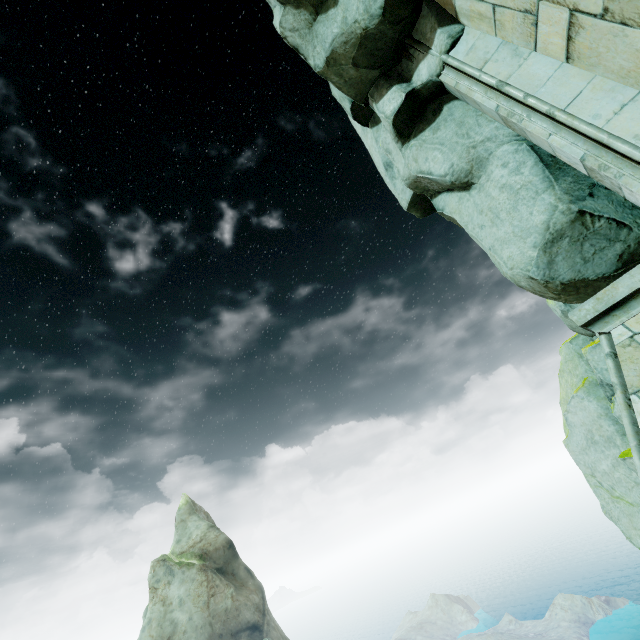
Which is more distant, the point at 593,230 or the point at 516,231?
the point at 516,231

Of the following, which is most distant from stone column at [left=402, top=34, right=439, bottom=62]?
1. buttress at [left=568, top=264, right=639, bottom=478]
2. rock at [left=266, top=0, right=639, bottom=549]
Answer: buttress at [left=568, top=264, right=639, bottom=478]

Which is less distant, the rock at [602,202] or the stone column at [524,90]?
the stone column at [524,90]

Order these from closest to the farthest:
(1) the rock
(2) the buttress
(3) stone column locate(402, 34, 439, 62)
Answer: (2) the buttress < (1) the rock < (3) stone column locate(402, 34, 439, 62)

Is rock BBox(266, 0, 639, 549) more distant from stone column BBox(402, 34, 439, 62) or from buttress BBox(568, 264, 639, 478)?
buttress BBox(568, 264, 639, 478)

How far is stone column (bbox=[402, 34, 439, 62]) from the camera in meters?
5.1

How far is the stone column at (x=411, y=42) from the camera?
5.1m

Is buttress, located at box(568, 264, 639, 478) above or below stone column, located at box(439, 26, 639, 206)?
below
